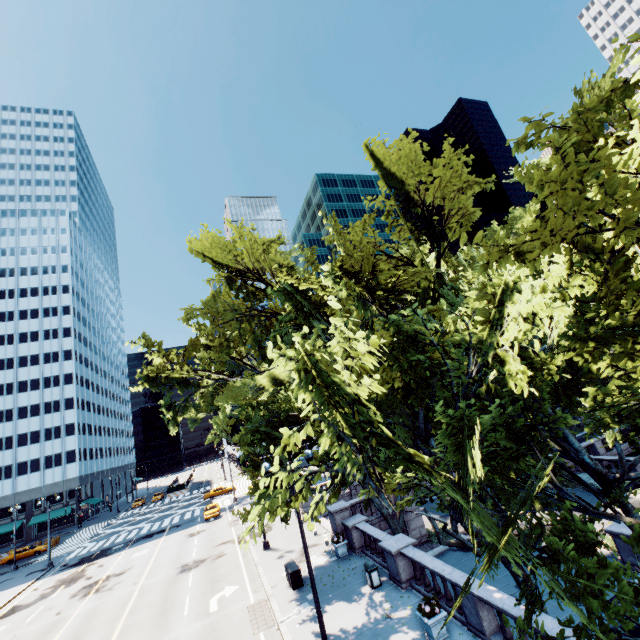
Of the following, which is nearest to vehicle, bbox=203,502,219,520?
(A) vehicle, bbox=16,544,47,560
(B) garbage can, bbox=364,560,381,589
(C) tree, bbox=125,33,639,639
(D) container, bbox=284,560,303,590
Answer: (C) tree, bbox=125,33,639,639

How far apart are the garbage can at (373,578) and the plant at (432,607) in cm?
435

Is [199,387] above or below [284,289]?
below

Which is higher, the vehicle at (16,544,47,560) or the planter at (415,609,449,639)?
the vehicle at (16,544,47,560)

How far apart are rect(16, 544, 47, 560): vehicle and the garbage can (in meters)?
54.68

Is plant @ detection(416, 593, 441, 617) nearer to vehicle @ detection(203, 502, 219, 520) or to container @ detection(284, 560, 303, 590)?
container @ detection(284, 560, 303, 590)

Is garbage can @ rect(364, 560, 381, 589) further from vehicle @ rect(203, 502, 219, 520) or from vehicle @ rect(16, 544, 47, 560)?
vehicle @ rect(16, 544, 47, 560)

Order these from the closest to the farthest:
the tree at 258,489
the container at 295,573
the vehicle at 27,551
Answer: the tree at 258,489 < the container at 295,573 < the vehicle at 27,551
